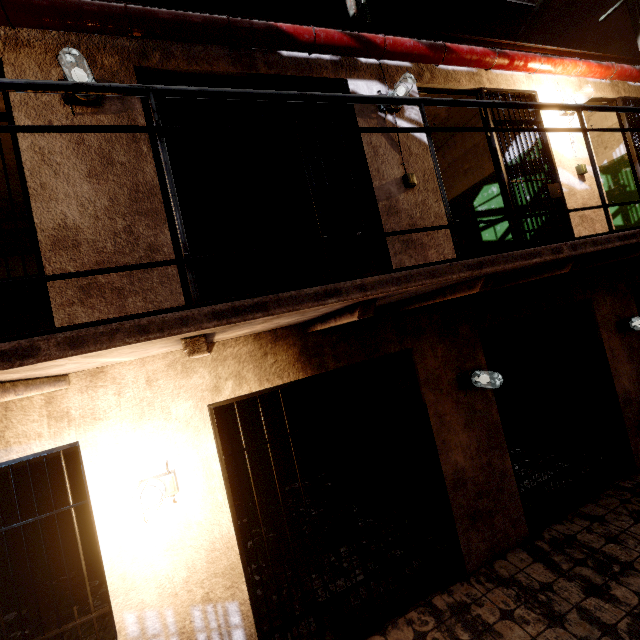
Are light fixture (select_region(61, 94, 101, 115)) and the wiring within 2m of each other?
no

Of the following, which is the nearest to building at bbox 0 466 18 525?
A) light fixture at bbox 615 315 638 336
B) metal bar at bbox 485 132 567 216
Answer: metal bar at bbox 485 132 567 216

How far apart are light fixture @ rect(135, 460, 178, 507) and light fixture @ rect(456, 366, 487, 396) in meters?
2.9

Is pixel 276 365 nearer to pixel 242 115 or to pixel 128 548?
pixel 128 548

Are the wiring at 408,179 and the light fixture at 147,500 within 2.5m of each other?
no

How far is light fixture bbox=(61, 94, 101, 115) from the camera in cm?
253

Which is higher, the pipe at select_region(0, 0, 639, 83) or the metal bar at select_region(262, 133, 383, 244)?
the pipe at select_region(0, 0, 639, 83)

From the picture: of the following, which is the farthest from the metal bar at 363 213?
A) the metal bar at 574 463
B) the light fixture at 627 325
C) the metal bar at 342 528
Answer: the light fixture at 627 325
